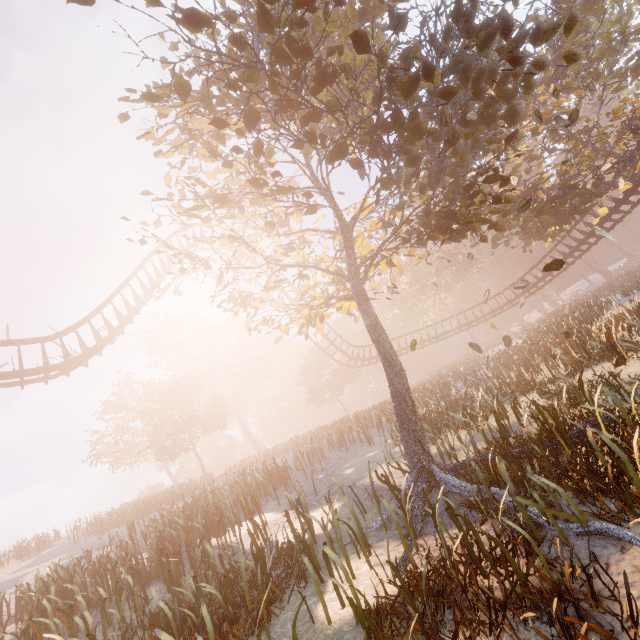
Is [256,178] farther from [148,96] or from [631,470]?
[631,470]

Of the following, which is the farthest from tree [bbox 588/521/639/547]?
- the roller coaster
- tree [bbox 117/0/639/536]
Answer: the roller coaster

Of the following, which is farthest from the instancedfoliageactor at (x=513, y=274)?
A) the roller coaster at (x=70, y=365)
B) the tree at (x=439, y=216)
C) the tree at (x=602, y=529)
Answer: the tree at (x=602, y=529)

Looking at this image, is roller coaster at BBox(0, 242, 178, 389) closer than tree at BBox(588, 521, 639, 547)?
No

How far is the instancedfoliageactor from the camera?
54.4m

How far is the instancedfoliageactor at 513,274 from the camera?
54.41m

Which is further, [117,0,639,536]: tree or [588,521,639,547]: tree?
[117,0,639,536]: tree

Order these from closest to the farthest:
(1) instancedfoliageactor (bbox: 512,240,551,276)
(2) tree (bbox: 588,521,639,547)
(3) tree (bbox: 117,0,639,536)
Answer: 1. (2) tree (bbox: 588,521,639,547)
2. (3) tree (bbox: 117,0,639,536)
3. (1) instancedfoliageactor (bbox: 512,240,551,276)
